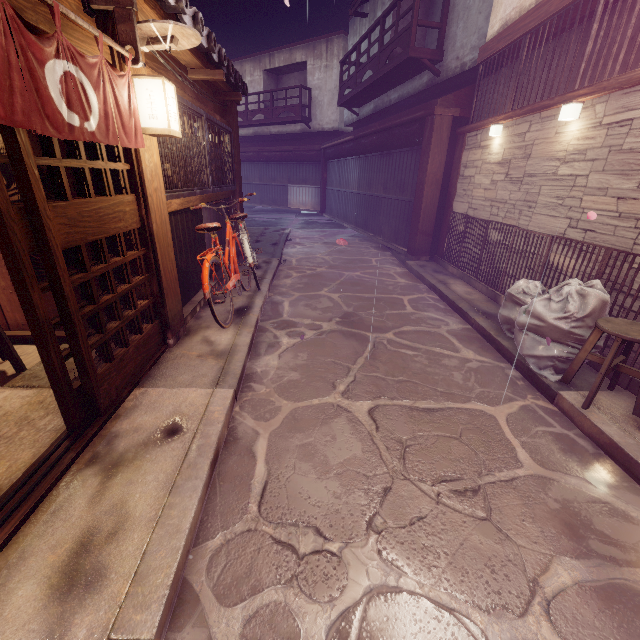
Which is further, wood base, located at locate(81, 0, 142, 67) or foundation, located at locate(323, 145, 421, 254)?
foundation, located at locate(323, 145, 421, 254)

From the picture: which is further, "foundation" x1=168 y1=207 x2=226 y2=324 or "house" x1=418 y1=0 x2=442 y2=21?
"house" x1=418 y1=0 x2=442 y2=21

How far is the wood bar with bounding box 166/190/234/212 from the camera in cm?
695

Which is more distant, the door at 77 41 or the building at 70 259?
the building at 70 259

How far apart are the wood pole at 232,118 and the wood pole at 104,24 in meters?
7.0

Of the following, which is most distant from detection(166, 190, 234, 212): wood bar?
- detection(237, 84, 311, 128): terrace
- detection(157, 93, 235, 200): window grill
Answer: detection(237, 84, 311, 128): terrace

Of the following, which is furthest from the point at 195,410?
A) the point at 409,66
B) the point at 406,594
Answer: the point at 409,66

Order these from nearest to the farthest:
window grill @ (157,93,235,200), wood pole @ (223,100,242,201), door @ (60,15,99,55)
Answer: door @ (60,15,99,55)
window grill @ (157,93,235,200)
wood pole @ (223,100,242,201)
